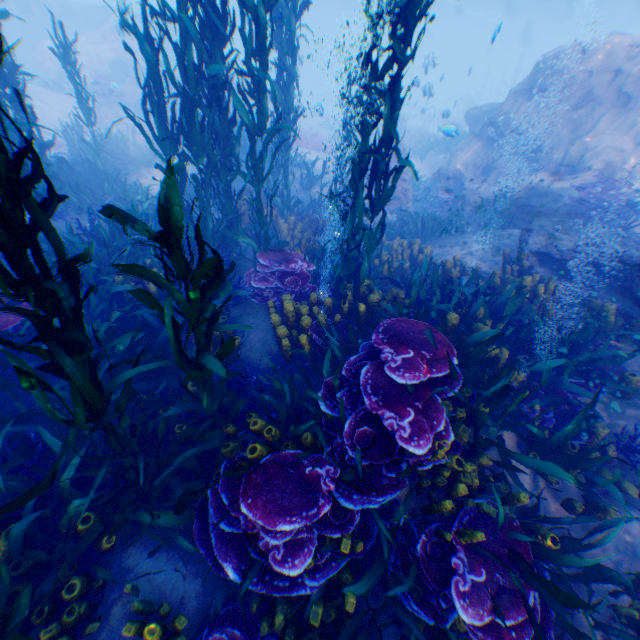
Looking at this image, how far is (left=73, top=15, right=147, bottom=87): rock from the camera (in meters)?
20.16

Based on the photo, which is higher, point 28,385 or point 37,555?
point 28,385

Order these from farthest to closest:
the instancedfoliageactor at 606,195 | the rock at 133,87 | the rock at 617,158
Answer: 1. the rock at 133,87
2. the instancedfoliageactor at 606,195
3. the rock at 617,158

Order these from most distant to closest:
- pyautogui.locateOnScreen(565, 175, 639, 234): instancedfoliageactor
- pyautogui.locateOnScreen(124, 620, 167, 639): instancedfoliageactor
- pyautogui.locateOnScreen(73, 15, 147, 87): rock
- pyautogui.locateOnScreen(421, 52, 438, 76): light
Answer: pyautogui.locateOnScreen(73, 15, 147, 87): rock, pyautogui.locateOnScreen(421, 52, 438, 76): light, pyautogui.locateOnScreen(565, 175, 639, 234): instancedfoliageactor, pyautogui.locateOnScreen(124, 620, 167, 639): instancedfoliageactor

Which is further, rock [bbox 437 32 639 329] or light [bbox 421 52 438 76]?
light [bbox 421 52 438 76]

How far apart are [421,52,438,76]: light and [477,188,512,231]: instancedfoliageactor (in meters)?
6.59

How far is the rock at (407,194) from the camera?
11.6m
